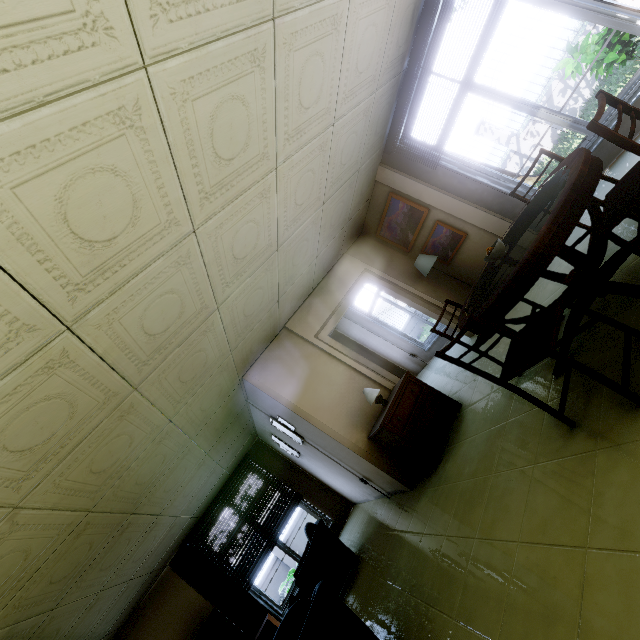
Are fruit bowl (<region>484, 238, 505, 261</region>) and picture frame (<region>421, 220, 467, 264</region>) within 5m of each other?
yes

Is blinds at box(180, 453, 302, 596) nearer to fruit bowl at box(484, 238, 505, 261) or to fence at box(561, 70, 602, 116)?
fruit bowl at box(484, 238, 505, 261)

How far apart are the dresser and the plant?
7.27m

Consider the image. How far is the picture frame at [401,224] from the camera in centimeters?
560cm

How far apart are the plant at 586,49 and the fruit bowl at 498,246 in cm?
691

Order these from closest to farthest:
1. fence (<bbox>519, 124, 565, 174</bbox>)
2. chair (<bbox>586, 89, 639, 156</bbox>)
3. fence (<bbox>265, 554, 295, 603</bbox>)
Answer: chair (<bbox>586, 89, 639, 156</bbox>), fence (<bbox>519, 124, 565, 174</bbox>), fence (<bbox>265, 554, 295, 603</bbox>)

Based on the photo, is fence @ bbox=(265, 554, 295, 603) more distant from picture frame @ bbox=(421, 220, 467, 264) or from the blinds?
picture frame @ bbox=(421, 220, 467, 264)

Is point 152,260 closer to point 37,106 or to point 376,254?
point 37,106
